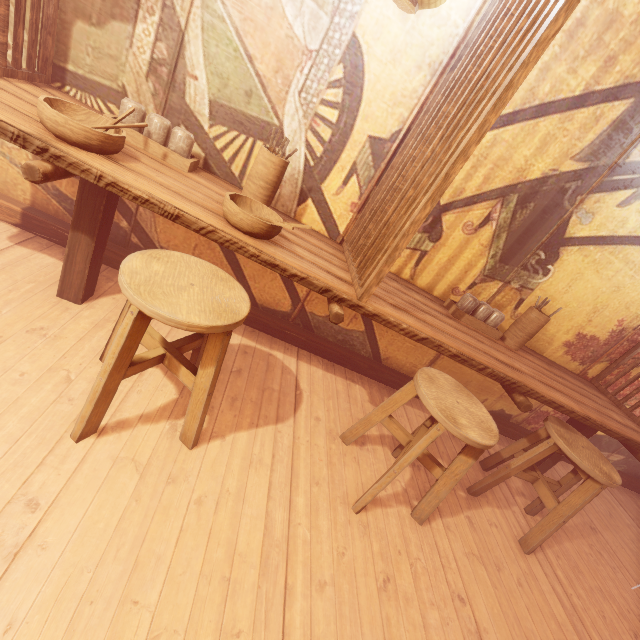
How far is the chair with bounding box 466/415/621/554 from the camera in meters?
3.5

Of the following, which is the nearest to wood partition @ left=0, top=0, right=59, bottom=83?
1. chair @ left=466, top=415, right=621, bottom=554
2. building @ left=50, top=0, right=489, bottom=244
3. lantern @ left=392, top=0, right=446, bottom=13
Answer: building @ left=50, top=0, right=489, bottom=244

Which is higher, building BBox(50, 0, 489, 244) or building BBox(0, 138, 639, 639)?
building BBox(50, 0, 489, 244)

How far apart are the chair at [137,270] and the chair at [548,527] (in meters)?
3.50

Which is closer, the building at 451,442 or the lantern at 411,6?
the lantern at 411,6

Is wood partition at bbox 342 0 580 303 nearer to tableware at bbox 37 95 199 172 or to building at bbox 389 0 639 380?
building at bbox 389 0 639 380

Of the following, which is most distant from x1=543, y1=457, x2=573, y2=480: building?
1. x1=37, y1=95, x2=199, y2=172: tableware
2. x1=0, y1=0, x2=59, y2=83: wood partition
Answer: x1=37, y1=95, x2=199, y2=172: tableware

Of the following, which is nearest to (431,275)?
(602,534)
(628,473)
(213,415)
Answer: (213,415)
